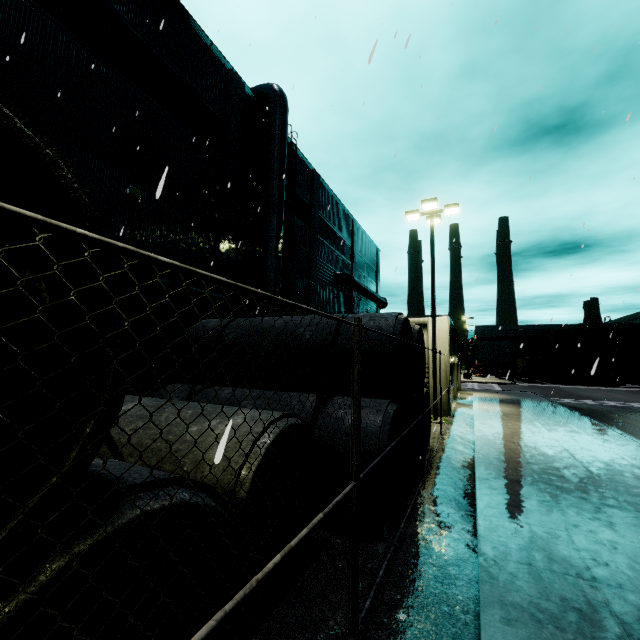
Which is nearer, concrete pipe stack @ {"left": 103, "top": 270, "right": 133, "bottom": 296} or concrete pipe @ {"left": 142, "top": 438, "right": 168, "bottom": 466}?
concrete pipe stack @ {"left": 103, "top": 270, "right": 133, "bottom": 296}

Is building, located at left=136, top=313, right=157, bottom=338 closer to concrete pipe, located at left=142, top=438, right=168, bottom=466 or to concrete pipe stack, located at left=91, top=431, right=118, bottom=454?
concrete pipe stack, located at left=91, top=431, right=118, bottom=454

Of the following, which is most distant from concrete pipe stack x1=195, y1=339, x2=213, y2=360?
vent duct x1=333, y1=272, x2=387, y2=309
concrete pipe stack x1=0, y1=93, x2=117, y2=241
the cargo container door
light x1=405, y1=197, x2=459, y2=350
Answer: the cargo container door

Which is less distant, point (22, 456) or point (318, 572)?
point (22, 456)

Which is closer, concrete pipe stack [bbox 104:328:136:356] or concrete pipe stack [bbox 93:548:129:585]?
concrete pipe stack [bbox 104:328:136:356]

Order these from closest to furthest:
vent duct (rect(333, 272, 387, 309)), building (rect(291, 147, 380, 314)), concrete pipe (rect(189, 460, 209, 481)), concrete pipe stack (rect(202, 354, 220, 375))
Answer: concrete pipe (rect(189, 460, 209, 481)) → concrete pipe stack (rect(202, 354, 220, 375)) → building (rect(291, 147, 380, 314)) → vent duct (rect(333, 272, 387, 309))

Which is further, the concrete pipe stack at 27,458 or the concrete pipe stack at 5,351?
the concrete pipe stack at 5,351

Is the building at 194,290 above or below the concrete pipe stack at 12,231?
above
